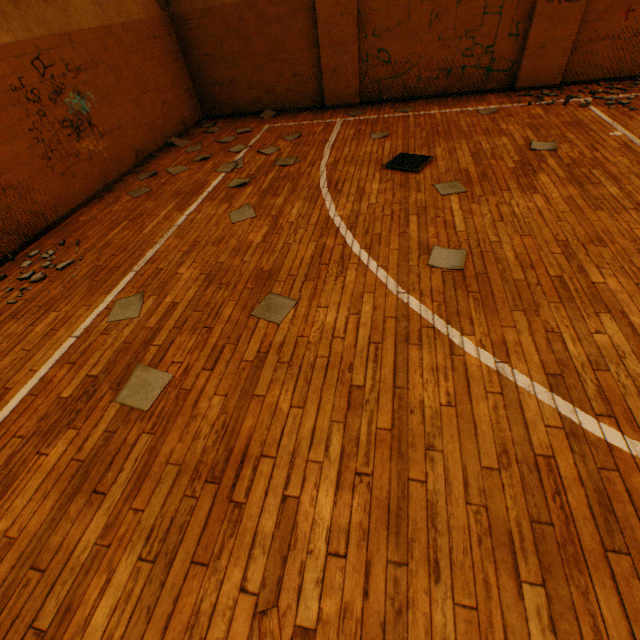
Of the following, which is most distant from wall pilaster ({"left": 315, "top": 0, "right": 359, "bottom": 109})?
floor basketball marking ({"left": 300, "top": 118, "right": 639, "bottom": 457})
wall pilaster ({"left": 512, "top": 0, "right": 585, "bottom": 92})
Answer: wall pilaster ({"left": 512, "top": 0, "right": 585, "bottom": 92})

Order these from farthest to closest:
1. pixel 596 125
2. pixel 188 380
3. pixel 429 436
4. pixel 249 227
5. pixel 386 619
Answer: pixel 596 125 → pixel 249 227 → pixel 188 380 → pixel 429 436 → pixel 386 619

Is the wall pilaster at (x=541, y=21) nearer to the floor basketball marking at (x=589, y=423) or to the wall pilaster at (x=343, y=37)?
the floor basketball marking at (x=589, y=423)

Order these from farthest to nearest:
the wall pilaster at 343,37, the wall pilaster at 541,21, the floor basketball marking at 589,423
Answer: the wall pilaster at 343,37 → the wall pilaster at 541,21 → the floor basketball marking at 589,423

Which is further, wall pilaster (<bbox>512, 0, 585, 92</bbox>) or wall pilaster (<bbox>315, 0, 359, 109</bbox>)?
wall pilaster (<bbox>315, 0, 359, 109</bbox>)

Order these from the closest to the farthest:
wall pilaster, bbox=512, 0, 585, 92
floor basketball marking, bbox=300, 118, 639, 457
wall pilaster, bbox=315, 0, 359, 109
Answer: floor basketball marking, bbox=300, 118, 639, 457 → wall pilaster, bbox=512, 0, 585, 92 → wall pilaster, bbox=315, 0, 359, 109

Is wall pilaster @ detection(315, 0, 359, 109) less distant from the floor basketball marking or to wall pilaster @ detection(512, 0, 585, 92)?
the floor basketball marking

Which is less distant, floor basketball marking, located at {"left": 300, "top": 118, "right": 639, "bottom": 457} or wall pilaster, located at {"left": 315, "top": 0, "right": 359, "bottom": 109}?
floor basketball marking, located at {"left": 300, "top": 118, "right": 639, "bottom": 457}
